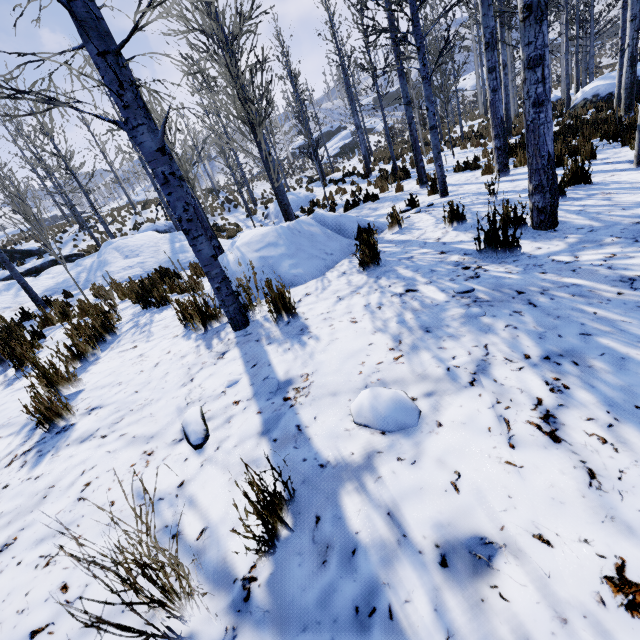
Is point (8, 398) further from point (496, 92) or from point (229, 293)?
point (496, 92)

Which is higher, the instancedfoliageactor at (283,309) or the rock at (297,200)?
the instancedfoliageactor at (283,309)

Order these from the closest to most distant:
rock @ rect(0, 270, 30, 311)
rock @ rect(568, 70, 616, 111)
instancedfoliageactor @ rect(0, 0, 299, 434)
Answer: instancedfoliageactor @ rect(0, 0, 299, 434)
rock @ rect(0, 270, 30, 311)
rock @ rect(568, 70, 616, 111)

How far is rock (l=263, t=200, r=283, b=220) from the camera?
16.9 meters

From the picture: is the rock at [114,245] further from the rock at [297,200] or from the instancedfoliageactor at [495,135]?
the rock at [297,200]

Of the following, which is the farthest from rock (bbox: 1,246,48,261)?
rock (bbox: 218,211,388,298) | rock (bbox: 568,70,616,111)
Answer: rock (bbox: 568,70,616,111)

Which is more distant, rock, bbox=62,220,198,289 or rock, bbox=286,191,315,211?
rock, bbox=286,191,315,211

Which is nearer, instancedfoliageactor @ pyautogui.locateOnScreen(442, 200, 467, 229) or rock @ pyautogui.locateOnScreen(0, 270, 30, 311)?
instancedfoliageactor @ pyautogui.locateOnScreen(442, 200, 467, 229)
